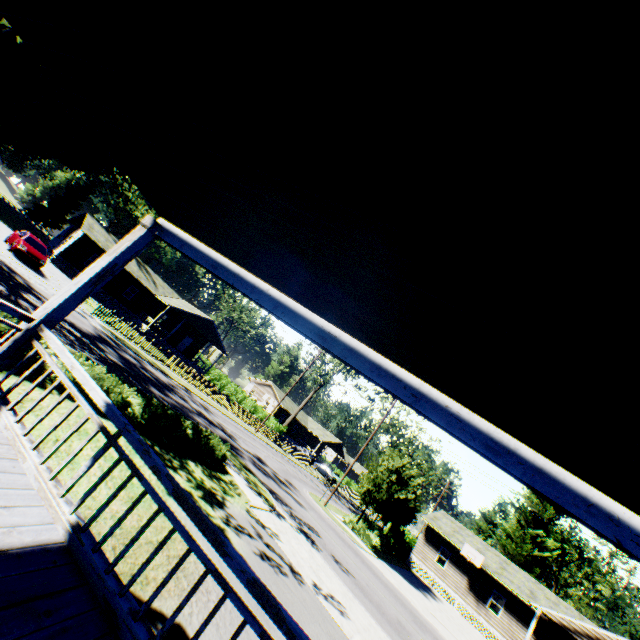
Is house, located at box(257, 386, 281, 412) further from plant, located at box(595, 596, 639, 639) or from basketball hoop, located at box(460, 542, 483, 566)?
basketball hoop, located at box(460, 542, 483, 566)

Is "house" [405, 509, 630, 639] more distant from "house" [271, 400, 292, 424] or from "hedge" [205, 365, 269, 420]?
"house" [271, 400, 292, 424]

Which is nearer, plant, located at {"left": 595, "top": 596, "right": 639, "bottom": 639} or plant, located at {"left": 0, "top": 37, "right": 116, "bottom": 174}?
plant, located at {"left": 0, "top": 37, "right": 116, "bottom": 174}

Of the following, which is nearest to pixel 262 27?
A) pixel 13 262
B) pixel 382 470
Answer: pixel 13 262

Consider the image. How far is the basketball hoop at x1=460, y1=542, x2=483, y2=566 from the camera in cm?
2875

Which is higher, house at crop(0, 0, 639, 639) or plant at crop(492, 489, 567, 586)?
plant at crop(492, 489, 567, 586)

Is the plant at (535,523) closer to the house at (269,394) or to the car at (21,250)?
the house at (269,394)

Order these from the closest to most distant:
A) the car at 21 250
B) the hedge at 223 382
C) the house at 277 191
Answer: the house at 277 191
the car at 21 250
the hedge at 223 382
